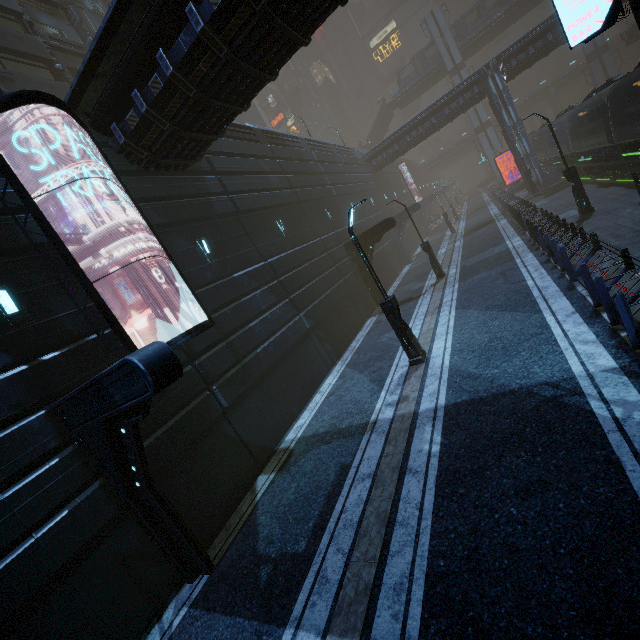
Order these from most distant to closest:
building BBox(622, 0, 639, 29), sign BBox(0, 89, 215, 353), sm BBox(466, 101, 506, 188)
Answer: sm BBox(466, 101, 506, 188) < sign BBox(0, 89, 215, 353) < building BBox(622, 0, 639, 29)

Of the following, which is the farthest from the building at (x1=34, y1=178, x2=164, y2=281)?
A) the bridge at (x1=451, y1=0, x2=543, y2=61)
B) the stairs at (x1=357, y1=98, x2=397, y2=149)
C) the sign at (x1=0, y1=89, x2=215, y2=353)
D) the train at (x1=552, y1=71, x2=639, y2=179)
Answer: the bridge at (x1=451, y1=0, x2=543, y2=61)

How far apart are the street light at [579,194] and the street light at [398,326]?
11.92m

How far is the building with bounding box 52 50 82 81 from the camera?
24.33m

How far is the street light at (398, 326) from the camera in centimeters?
1030cm

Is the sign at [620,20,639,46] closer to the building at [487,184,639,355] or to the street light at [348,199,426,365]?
the building at [487,184,639,355]

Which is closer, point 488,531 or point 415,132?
point 488,531
